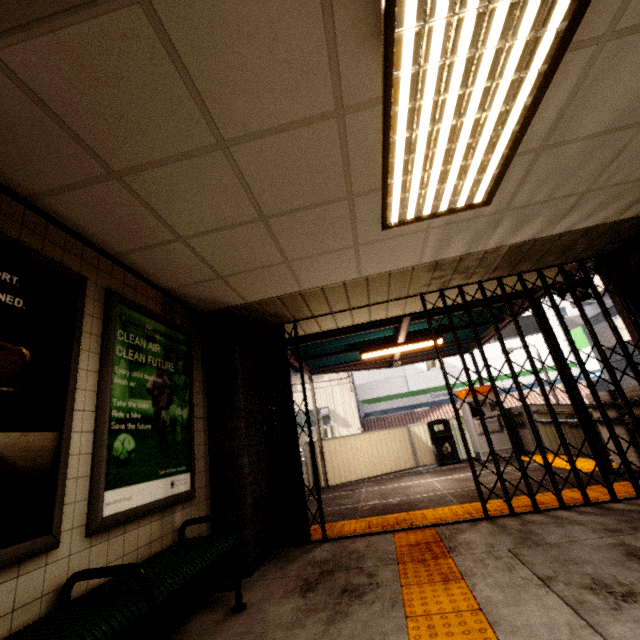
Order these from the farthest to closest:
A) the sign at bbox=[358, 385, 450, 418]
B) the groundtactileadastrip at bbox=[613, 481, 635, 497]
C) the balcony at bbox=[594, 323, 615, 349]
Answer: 1. the balcony at bbox=[594, 323, 615, 349]
2. the sign at bbox=[358, 385, 450, 418]
3. the groundtactileadastrip at bbox=[613, 481, 635, 497]

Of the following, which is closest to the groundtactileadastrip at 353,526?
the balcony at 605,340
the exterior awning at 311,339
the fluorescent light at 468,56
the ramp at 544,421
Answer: the exterior awning at 311,339

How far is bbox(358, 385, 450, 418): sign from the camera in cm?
1756

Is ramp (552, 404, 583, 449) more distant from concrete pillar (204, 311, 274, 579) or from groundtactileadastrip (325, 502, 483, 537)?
concrete pillar (204, 311, 274, 579)

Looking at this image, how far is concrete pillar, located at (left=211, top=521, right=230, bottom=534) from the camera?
3.4m

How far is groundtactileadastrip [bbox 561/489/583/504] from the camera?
3.90m

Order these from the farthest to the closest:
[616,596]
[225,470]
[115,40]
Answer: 1. [225,470]
2. [616,596]
3. [115,40]

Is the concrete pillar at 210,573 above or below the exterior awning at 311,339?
below
